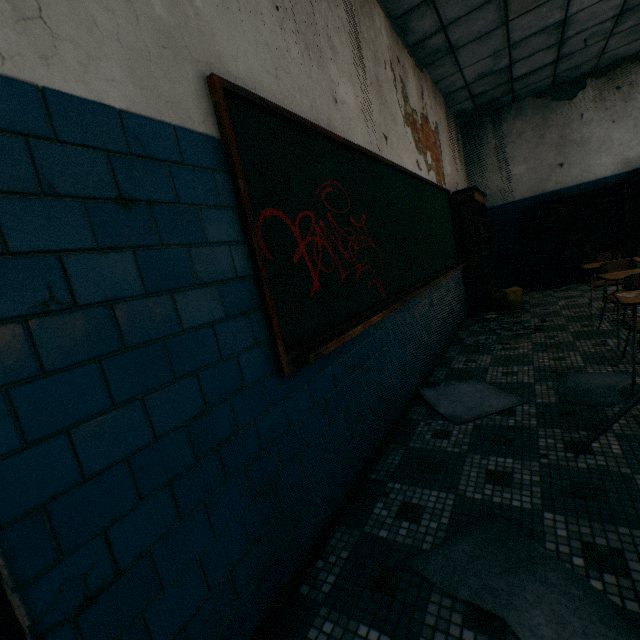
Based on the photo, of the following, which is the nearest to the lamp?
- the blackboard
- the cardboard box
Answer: the blackboard

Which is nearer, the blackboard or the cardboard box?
the blackboard

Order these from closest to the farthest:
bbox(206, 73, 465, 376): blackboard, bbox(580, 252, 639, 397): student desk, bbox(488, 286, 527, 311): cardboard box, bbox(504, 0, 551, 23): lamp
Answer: bbox(206, 73, 465, 376): blackboard
bbox(580, 252, 639, 397): student desk
bbox(504, 0, 551, 23): lamp
bbox(488, 286, 527, 311): cardboard box

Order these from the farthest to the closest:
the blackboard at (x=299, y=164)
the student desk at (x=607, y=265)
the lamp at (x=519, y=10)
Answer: the lamp at (x=519, y=10) → the student desk at (x=607, y=265) → the blackboard at (x=299, y=164)

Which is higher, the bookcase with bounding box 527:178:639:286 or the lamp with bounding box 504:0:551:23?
the lamp with bounding box 504:0:551:23

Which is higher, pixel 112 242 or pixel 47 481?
pixel 112 242

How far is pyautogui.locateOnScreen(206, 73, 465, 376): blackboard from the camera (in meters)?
1.44

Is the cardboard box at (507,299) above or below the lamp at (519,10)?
below
